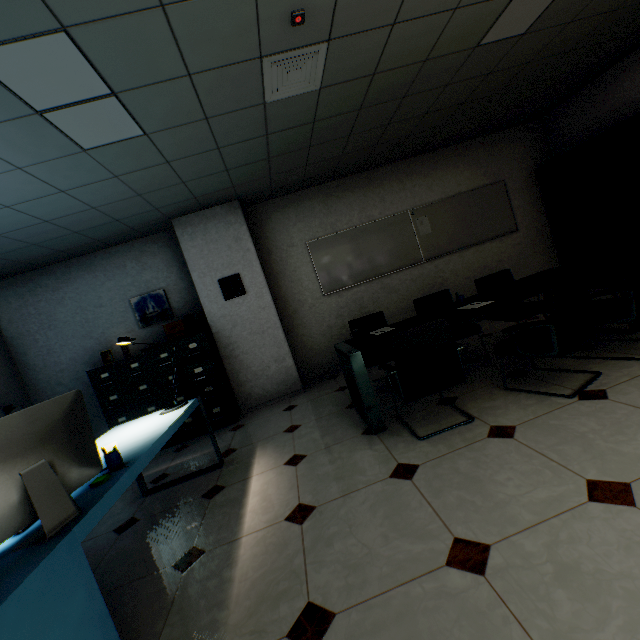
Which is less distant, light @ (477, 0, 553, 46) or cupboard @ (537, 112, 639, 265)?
light @ (477, 0, 553, 46)

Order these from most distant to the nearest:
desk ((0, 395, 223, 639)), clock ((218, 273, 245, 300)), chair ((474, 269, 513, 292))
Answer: clock ((218, 273, 245, 300)) → chair ((474, 269, 513, 292)) → desk ((0, 395, 223, 639))

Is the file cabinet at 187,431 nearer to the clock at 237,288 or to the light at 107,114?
the clock at 237,288

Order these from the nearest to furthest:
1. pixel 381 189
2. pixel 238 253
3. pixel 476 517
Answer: pixel 476 517 → pixel 238 253 → pixel 381 189

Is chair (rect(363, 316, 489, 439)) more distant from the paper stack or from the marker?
the paper stack

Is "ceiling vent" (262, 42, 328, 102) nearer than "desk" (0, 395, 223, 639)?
No

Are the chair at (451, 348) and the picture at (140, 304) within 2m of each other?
no

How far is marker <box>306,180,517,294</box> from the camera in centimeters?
522cm
